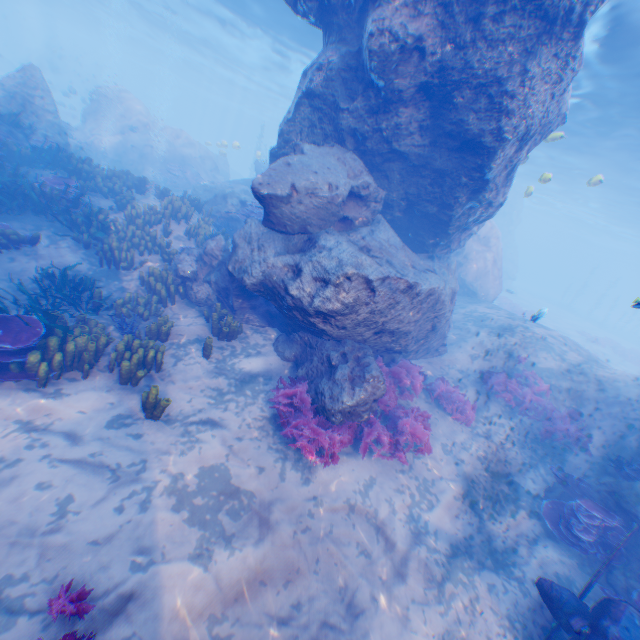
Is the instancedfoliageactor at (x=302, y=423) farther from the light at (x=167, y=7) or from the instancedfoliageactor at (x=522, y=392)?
the light at (x=167, y=7)

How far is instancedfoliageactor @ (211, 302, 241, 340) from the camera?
8.2m

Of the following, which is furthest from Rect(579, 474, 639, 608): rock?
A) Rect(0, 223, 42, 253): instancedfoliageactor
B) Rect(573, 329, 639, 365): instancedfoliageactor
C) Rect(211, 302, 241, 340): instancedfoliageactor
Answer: Rect(573, 329, 639, 365): instancedfoliageactor

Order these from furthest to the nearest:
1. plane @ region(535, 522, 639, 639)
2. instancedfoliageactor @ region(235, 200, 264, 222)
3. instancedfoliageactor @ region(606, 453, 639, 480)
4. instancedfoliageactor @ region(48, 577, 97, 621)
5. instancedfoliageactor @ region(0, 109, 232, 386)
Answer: instancedfoliageactor @ region(235, 200, 264, 222)
instancedfoliageactor @ region(606, 453, 639, 480)
instancedfoliageactor @ region(0, 109, 232, 386)
plane @ region(535, 522, 639, 639)
instancedfoliageactor @ region(48, 577, 97, 621)

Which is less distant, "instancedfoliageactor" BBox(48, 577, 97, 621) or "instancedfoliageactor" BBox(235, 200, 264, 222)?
"instancedfoliageactor" BBox(48, 577, 97, 621)

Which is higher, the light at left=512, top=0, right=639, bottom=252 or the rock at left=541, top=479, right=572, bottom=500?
the light at left=512, top=0, right=639, bottom=252

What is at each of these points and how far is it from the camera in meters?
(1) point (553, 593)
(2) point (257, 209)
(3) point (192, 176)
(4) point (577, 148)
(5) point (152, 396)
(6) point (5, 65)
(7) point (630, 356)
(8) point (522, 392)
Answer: (1) plane, 5.2
(2) instancedfoliageactor, 13.0
(3) plane, 21.3
(4) light, 23.0
(5) instancedfoliageactor, 5.5
(6) submarine, 40.5
(7) instancedfoliageactor, 26.6
(8) instancedfoliageactor, 10.7

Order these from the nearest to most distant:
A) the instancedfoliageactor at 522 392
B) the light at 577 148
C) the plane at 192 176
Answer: the instancedfoliageactor at 522 392 < the light at 577 148 < the plane at 192 176
